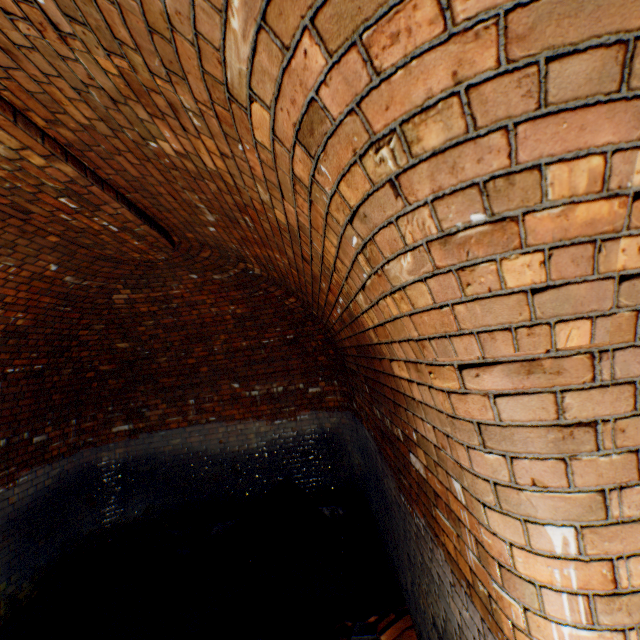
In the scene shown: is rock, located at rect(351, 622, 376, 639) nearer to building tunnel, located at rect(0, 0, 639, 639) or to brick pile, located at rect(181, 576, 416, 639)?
brick pile, located at rect(181, 576, 416, 639)

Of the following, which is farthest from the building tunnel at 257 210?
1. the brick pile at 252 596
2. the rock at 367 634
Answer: the rock at 367 634

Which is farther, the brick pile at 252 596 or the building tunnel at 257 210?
the brick pile at 252 596

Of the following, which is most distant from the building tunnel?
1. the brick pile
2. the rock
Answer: the rock

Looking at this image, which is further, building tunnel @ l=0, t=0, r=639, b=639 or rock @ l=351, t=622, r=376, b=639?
rock @ l=351, t=622, r=376, b=639

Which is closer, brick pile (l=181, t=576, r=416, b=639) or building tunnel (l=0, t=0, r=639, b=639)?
building tunnel (l=0, t=0, r=639, b=639)

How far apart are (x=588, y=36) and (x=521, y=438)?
0.9m
